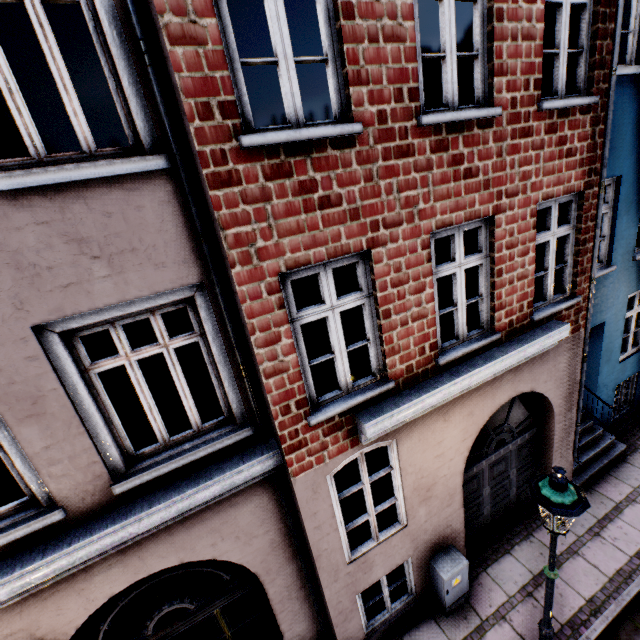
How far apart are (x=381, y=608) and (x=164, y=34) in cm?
831

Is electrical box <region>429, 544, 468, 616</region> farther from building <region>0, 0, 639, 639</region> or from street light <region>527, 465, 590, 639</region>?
street light <region>527, 465, 590, 639</region>

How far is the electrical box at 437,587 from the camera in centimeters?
531cm

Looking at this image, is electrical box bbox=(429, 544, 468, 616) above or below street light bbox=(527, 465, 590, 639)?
below

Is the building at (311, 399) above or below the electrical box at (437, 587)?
above

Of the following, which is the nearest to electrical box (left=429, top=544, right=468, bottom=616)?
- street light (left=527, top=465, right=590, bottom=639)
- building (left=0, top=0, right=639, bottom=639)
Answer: building (left=0, top=0, right=639, bottom=639)

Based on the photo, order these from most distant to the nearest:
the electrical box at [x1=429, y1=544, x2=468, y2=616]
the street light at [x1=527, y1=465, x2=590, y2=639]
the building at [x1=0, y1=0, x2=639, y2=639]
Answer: the electrical box at [x1=429, y1=544, x2=468, y2=616] < the street light at [x1=527, y1=465, x2=590, y2=639] < the building at [x1=0, y1=0, x2=639, y2=639]
